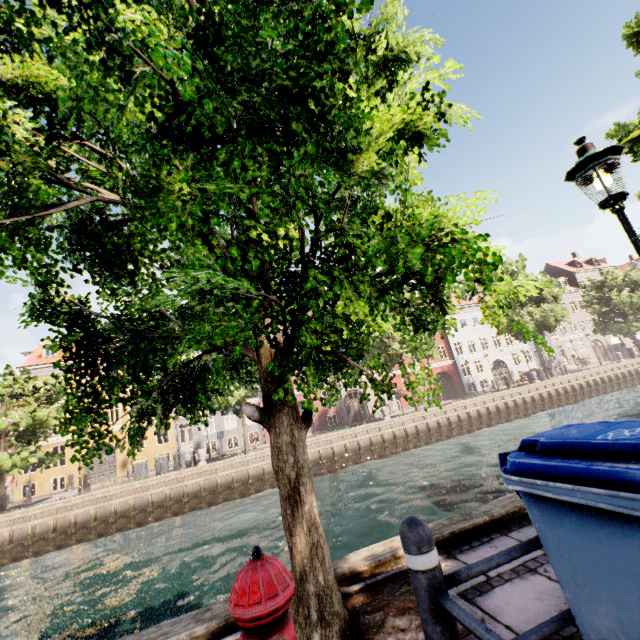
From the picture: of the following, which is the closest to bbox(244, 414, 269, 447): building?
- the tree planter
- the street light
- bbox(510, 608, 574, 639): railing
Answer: the tree planter

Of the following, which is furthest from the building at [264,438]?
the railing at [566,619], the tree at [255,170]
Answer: the railing at [566,619]

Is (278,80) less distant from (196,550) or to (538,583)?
(538,583)

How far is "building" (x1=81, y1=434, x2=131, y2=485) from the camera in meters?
27.4 m

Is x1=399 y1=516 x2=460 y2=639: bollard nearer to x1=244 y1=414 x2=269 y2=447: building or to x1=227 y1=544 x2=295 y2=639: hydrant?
x1=227 y1=544 x2=295 y2=639: hydrant

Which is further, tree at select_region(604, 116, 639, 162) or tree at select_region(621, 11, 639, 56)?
tree at select_region(621, 11, 639, 56)

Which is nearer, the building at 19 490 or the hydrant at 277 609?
the hydrant at 277 609

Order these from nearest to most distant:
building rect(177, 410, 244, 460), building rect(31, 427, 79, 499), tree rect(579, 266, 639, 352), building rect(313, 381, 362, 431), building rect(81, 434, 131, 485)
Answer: building rect(31, 427, 79, 499) < building rect(81, 434, 131, 485) < building rect(177, 410, 244, 460) < building rect(313, 381, 362, 431) < tree rect(579, 266, 639, 352)
